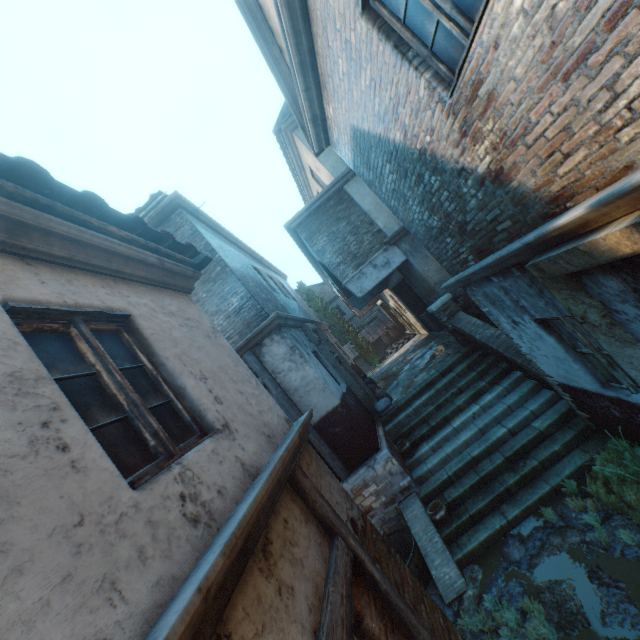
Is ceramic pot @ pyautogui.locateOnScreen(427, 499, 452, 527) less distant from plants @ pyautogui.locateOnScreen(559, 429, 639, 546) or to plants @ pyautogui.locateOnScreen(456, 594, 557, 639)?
plants @ pyautogui.locateOnScreen(456, 594, 557, 639)

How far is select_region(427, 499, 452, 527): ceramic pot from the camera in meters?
6.2 m

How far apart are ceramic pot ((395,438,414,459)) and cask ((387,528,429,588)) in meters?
1.5

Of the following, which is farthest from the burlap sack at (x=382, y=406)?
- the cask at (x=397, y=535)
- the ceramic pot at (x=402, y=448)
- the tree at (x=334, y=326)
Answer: the tree at (x=334, y=326)

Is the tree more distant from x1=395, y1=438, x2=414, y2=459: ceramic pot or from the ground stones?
x1=395, y1=438, x2=414, y2=459: ceramic pot

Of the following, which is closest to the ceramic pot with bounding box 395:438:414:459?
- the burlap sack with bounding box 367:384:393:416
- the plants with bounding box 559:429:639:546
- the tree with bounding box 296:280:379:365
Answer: the burlap sack with bounding box 367:384:393:416

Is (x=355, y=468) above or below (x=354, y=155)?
below

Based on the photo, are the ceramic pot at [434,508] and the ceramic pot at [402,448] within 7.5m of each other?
yes
